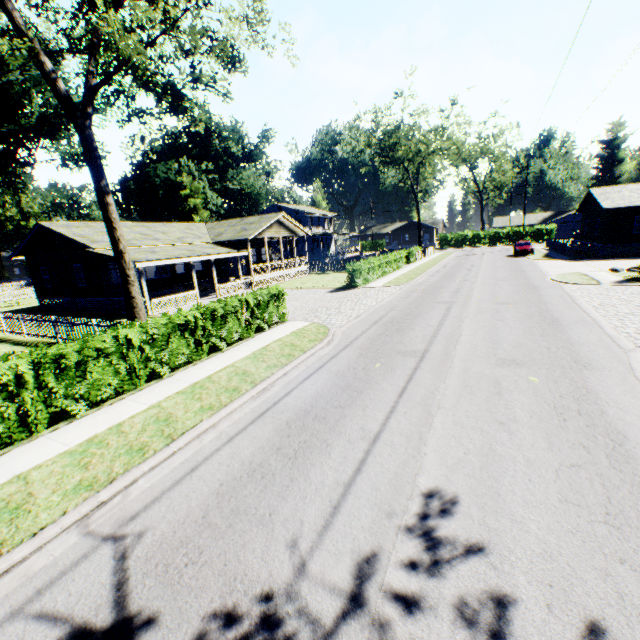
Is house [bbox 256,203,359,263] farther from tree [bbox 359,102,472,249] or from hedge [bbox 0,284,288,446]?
hedge [bbox 0,284,288,446]

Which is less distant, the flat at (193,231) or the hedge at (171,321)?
the hedge at (171,321)

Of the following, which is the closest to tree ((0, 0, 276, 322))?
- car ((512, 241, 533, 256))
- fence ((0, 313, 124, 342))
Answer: fence ((0, 313, 124, 342))

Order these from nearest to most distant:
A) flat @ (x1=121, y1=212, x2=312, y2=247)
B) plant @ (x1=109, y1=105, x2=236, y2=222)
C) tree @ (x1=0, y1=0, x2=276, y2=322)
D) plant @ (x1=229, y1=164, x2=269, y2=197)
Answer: tree @ (x1=0, y1=0, x2=276, y2=322), flat @ (x1=121, y1=212, x2=312, y2=247), plant @ (x1=109, y1=105, x2=236, y2=222), plant @ (x1=229, y1=164, x2=269, y2=197)

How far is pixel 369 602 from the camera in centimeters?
337cm

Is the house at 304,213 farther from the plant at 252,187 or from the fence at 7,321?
the plant at 252,187

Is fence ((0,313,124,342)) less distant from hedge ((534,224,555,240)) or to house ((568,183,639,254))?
hedge ((534,224,555,240))

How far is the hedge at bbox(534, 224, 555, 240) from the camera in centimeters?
5888cm
